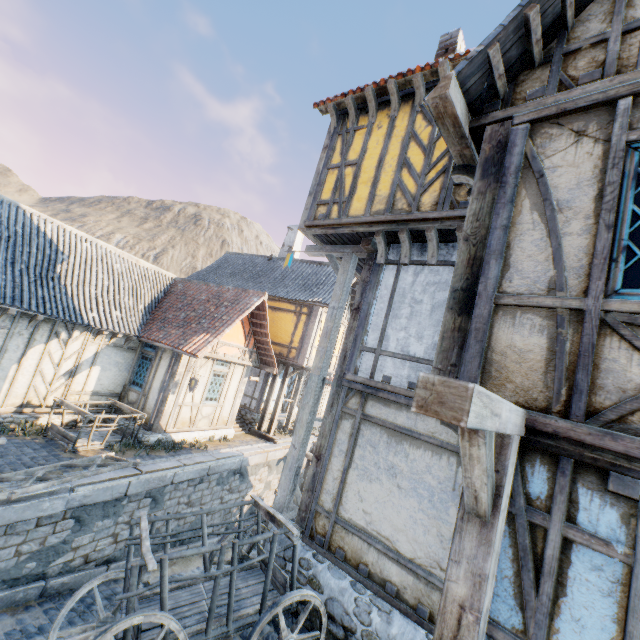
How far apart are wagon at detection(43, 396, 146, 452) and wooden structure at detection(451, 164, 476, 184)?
10.3 meters

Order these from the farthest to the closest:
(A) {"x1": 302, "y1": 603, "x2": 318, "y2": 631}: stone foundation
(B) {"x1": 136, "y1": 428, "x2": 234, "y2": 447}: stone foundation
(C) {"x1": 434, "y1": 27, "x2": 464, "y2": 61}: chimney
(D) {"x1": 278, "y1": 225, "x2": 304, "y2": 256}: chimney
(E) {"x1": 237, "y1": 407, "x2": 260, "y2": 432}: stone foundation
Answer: (D) {"x1": 278, "y1": 225, "x2": 304, "y2": 256}: chimney < (E) {"x1": 237, "y1": 407, "x2": 260, "y2": 432}: stone foundation < (B) {"x1": 136, "y1": 428, "x2": 234, "y2": 447}: stone foundation < (C) {"x1": 434, "y1": 27, "x2": 464, "y2": 61}: chimney < (A) {"x1": 302, "y1": 603, "x2": 318, "y2": 631}: stone foundation

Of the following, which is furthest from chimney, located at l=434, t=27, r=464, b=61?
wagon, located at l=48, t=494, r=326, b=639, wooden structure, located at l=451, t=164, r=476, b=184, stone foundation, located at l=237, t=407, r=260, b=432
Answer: stone foundation, located at l=237, t=407, r=260, b=432

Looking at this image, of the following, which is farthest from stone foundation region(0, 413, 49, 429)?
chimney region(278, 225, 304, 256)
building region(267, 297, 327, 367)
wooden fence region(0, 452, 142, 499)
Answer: → chimney region(278, 225, 304, 256)

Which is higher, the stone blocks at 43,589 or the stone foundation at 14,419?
the stone foundation at 14,419

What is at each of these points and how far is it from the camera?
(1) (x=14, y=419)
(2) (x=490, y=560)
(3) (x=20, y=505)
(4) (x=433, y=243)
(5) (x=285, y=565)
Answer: (1) stone foundation, 9.2m
(2) wooden structure, 2.1m
(3) stone blocks, 6.1m
(4) wooden structure, 5.7m
(5) stone foundation, 5.6m

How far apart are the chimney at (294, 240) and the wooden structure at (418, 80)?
14.1 meters

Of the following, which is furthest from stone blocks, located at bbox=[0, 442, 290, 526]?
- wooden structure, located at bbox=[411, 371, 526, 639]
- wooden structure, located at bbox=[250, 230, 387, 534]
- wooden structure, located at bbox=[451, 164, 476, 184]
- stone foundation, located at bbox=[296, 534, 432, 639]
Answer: wooden structure, located at bbox=[451, 164, 476, 184]
